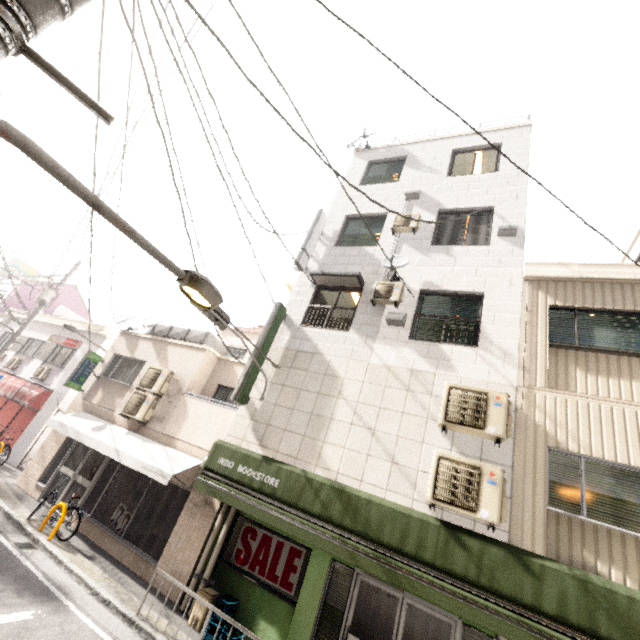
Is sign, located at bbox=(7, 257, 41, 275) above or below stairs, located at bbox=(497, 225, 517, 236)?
above

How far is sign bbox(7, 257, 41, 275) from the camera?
28.9 meters

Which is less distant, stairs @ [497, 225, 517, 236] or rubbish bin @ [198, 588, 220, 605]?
rubbish bin @ [198, 588, 220, 605]

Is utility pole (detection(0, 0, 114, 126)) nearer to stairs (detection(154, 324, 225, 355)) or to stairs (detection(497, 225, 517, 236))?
stairs (detection(497, 225, 517, 236))

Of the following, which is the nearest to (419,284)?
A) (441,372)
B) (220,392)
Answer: (441,372)

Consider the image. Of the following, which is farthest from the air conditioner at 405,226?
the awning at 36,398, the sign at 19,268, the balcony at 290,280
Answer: the sign at 19,268

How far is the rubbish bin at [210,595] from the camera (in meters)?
6.51

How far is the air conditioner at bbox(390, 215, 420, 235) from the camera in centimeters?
921cm
